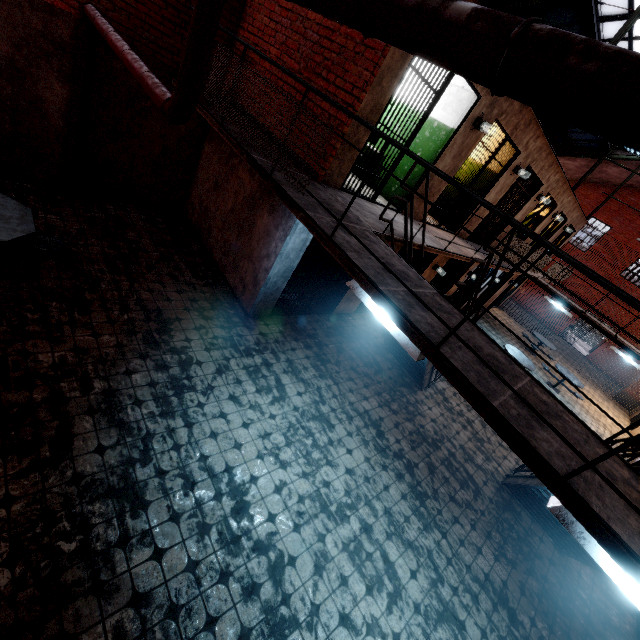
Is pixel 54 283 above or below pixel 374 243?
below

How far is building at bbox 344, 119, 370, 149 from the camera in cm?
477

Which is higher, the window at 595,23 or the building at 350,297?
the window at 595,23

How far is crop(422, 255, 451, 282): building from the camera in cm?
973

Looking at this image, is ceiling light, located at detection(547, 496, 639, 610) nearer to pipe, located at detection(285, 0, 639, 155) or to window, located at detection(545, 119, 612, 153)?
pipe, located at detection(285, 0, 639, 155)

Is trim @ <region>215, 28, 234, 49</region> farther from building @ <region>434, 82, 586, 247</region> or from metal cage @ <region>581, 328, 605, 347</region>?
metal cage @ <region>581, 328, 605, 347</region>

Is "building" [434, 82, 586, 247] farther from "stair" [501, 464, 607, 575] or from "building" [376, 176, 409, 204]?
"stair" [501, 464, 607, 575]

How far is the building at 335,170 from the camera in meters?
5.0
